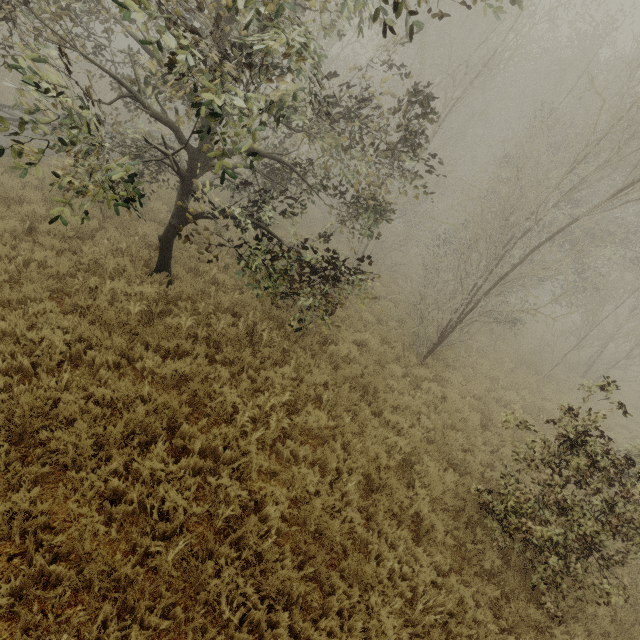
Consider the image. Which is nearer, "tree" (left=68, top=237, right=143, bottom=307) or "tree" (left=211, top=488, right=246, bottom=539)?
"tree" (left=211, top=488, right=246, bottom=539)

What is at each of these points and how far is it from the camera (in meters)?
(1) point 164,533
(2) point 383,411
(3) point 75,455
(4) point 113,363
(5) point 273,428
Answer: (1) tree, 3.95
(2) tree, 7.30
(3) tree, 4.09
(4) tree, 5.71
(5) tree, 5.51

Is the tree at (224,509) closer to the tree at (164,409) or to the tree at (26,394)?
the tree at (26,394)

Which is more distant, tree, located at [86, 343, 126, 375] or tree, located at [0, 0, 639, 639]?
tree, located at [86, 343, 126, 375]

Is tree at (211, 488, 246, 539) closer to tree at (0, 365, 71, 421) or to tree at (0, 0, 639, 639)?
tree at (0, 365, 71, 421)

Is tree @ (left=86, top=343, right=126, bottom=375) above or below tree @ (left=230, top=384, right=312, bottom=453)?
below
